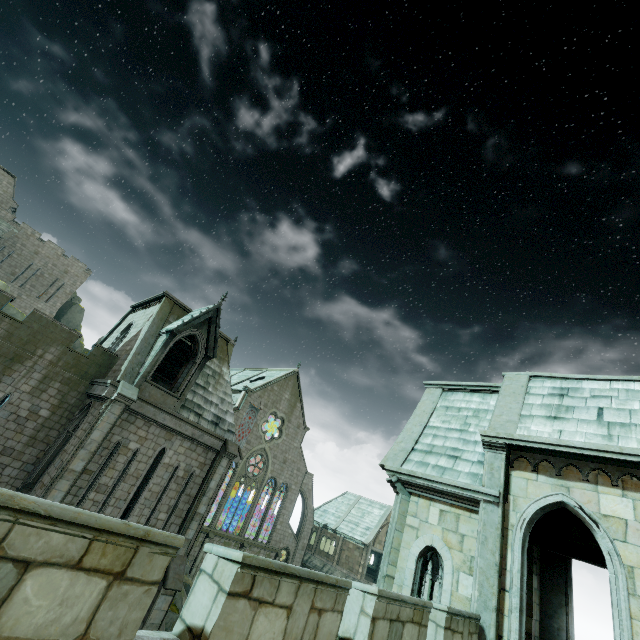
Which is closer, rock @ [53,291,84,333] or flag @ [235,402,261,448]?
flag @ [235,402,261,448]

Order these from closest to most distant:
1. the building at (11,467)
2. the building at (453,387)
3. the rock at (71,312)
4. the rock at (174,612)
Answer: the building at (453,387) < the building at (11,467) < the rock at (174,612) < the rock at (71,312)

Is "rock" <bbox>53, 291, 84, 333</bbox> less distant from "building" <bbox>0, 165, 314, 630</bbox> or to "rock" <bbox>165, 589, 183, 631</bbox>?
"building" <bbox>0, 165, 314, 630</bbox>

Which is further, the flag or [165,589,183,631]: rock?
the flag

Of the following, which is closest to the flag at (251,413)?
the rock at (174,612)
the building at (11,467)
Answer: the building at (11,467)

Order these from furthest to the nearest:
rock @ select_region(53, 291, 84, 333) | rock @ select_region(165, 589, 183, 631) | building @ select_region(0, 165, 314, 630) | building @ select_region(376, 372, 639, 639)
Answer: rock @ select_region(53, 291, 84, 333), rock @ select_region(165, 589, 183, 631), building @ select_region(0, 165, 314, 630), building @ select_region(376, 372, 639, 639)

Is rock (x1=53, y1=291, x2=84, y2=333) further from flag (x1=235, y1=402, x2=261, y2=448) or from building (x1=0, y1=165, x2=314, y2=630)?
flag (x1=235, y1=402, x2=261, y2=448)

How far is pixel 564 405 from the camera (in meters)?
9.57
